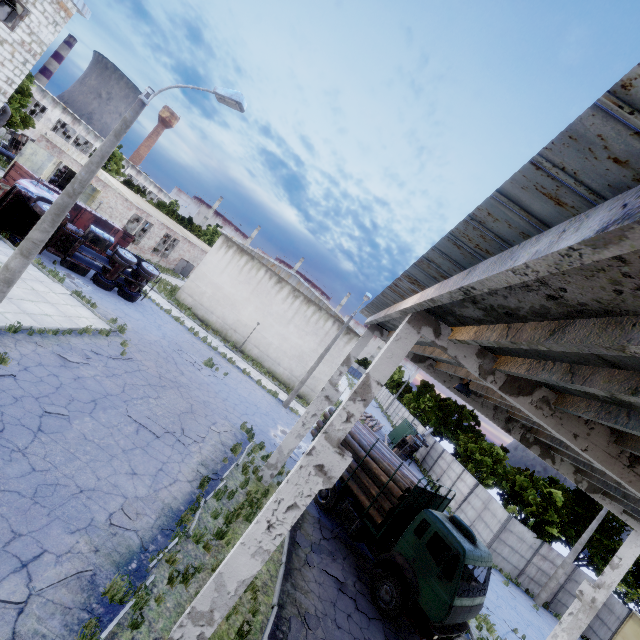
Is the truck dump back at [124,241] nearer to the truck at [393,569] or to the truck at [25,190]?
the truck at [25,190]

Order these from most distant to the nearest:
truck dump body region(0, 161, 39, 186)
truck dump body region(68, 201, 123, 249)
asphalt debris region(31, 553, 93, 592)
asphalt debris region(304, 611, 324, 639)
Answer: truck dump body region(68, 201, 123, 249)
truck dump body region(0, 161, 39, 186)
asphalt debris region(304, 611, 324, 639)
asphalt debris region(31, 553, 93, 592)

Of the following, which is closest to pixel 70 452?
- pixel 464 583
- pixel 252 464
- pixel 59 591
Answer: Result: pixel 59 591

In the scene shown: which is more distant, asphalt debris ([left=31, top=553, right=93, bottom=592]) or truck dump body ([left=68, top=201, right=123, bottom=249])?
truck dump body ([left=68, top=201, right=123, bottom=249])

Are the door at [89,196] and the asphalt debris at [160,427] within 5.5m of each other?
no

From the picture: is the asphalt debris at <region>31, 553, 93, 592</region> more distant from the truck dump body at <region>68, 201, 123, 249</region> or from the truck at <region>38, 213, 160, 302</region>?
the truck dump body at <region>68, 201, 123, 249</region>

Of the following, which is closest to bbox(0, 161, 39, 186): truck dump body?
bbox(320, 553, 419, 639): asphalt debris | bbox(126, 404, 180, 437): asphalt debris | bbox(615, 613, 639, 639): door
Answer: bbox(126, 404, 180, 437): asphalt debris

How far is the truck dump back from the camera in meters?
26.4 m
